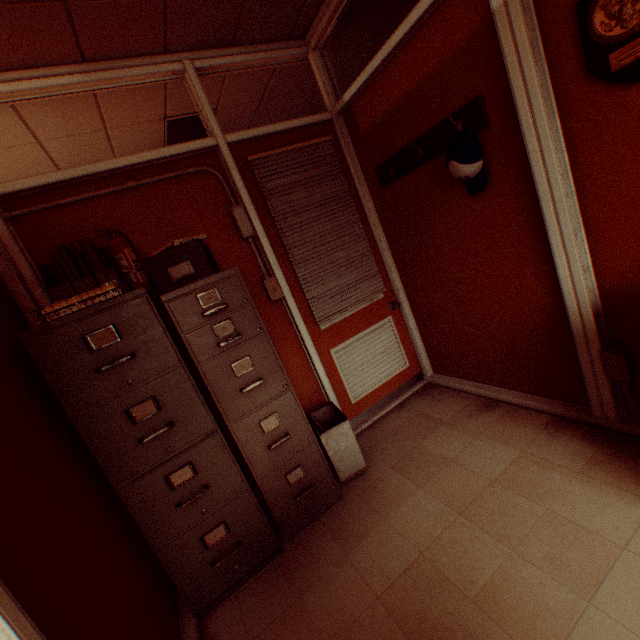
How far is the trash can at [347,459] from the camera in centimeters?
247cm

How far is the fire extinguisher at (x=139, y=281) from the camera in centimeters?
218cm

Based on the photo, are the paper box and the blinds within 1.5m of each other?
yes

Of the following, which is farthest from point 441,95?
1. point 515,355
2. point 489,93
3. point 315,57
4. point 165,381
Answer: point 165,381

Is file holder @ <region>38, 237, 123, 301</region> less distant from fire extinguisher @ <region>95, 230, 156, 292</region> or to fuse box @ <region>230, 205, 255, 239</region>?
fire extinguisher @ <region>95, 230, 156, 292</region>

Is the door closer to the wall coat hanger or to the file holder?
the wall coat hanger

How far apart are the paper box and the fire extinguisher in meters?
0.3

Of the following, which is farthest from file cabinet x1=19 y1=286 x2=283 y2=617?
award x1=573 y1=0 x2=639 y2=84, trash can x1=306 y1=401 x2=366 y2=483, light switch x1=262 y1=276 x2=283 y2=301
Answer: award x1=573 y1=0 x2=639 y2=84
